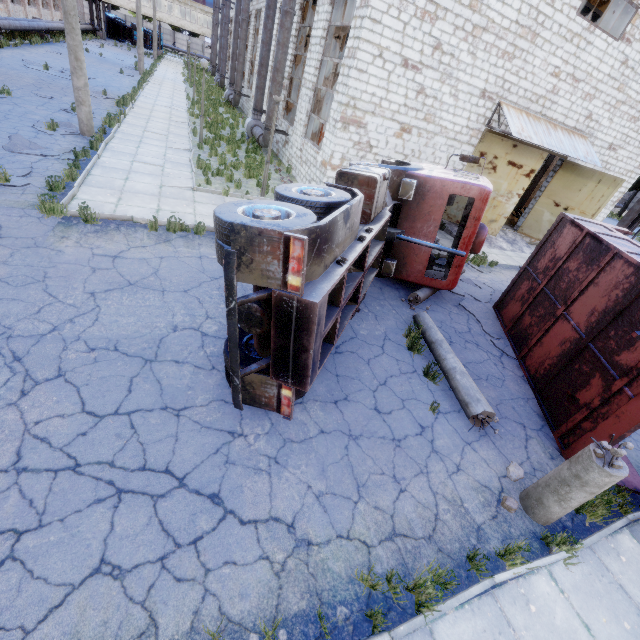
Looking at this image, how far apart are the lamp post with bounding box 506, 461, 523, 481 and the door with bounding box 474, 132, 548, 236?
13.0m

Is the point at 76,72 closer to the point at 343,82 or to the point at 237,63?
the point at 343,82

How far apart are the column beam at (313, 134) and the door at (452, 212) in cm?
699

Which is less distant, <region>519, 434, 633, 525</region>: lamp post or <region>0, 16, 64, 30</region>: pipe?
<region>519, 434, 633, 525</region>: lamp post

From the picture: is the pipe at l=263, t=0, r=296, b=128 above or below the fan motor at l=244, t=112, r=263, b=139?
above

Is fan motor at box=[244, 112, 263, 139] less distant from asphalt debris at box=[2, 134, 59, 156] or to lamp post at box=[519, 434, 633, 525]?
asphalt debris at box=[2, 134, 59, 156]

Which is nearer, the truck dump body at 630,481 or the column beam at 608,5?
the truck dump body at 630,481

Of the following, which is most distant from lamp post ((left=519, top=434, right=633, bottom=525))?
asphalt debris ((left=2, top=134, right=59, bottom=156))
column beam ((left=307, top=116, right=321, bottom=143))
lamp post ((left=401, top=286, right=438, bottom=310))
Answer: column beam ((left=307, top=116, right=321, bottom=143))
